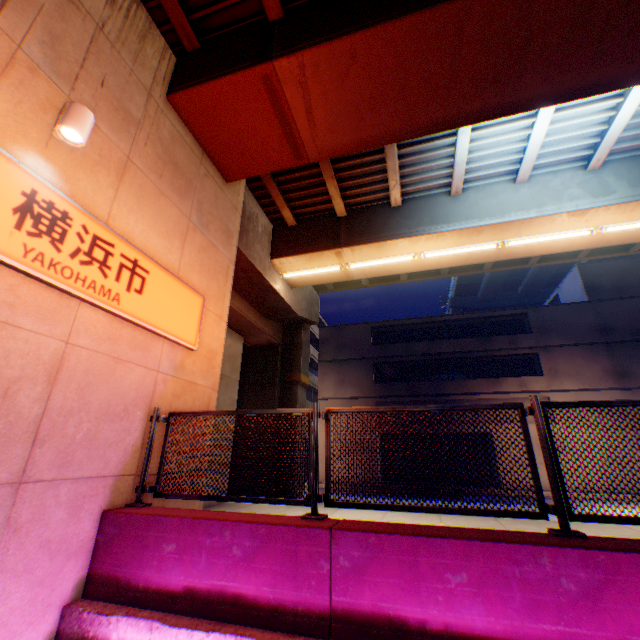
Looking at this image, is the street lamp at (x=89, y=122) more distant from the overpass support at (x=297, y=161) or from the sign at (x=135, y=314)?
the overpass support at (x=297, y=161)

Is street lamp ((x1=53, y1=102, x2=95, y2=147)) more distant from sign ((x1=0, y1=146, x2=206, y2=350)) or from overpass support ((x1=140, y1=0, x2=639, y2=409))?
overpass support ((x1=140, y1=0, x2=639, y2=409))

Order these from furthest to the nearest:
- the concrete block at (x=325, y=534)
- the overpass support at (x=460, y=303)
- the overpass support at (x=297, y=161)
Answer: the overpass support at (x=460, y=303) < the overpass support at (x=297, y=161) < the concrete block at (x=325, y=534)

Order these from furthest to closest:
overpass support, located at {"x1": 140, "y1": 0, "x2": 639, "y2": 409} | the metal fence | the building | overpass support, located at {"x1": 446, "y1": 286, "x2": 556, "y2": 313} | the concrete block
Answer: overpass support, located at {"x1": 446, "y1": 286, "x2": 556, "y2": 313} < the building < overpass support, located at {"x1": 140, "y1": 0, "x2": 639, "y2": 409} < the metal fence < the concrete block

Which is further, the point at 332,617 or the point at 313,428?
the point at 313,428

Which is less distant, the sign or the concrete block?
the concrete block

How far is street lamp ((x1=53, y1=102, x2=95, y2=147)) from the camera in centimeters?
372cm

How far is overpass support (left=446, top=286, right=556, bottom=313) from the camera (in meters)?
46.50
